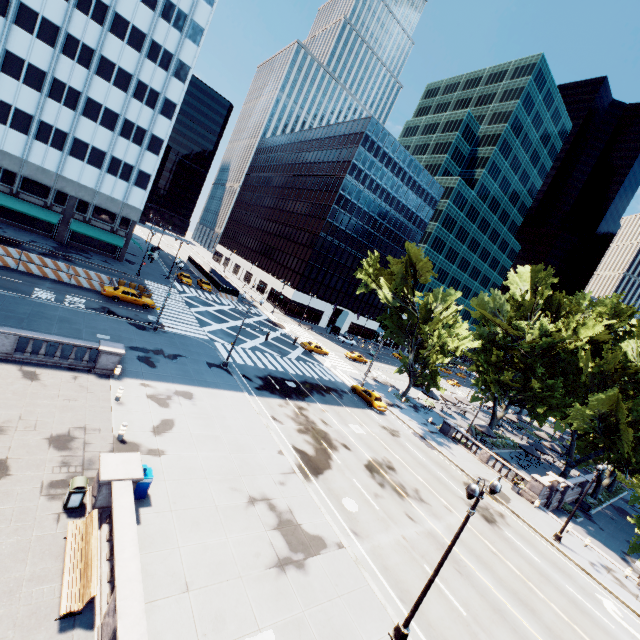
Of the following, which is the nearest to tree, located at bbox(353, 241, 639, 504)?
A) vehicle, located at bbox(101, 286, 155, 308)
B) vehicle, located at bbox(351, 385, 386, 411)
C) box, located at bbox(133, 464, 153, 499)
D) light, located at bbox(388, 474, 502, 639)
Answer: vehicle, located at bbox(351, 385, 386, 411)

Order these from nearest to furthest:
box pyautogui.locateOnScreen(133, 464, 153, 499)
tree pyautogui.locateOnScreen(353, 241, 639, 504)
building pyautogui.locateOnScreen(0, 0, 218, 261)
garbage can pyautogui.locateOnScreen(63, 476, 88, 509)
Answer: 1. garbage can pyautogui.locateOnScreen(63, 476, 88, 509)
2. box pyautogui.locateOnScreen(133, 464, 153, 499)
3. tree pyautogui.locateOnScreen(353, 241, 639, 504)
4. building pyautogui.locateOnScreen(0, 0, 218, 261)

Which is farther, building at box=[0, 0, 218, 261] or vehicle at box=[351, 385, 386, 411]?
building at box=[0, 0, 218, 261]

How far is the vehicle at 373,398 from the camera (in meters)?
36.91

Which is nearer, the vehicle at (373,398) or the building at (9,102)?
the vehicle at (373,398)

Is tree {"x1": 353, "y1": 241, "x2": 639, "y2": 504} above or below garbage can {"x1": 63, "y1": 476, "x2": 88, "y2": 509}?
above

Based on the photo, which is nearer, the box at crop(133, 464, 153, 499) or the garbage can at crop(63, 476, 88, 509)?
the garbage can at crop(63, 476, 88, 509)

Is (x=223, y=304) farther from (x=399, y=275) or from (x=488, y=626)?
(x=488, y=626)
